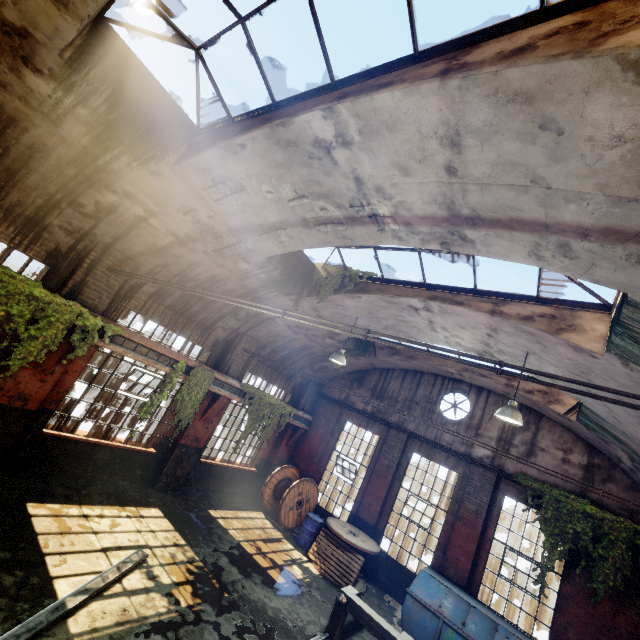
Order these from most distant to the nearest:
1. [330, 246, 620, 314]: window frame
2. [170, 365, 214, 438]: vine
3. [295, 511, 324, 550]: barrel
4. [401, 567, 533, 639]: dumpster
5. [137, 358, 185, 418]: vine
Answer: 1. [295, 511, 324, 550]: barrel
2. [170, 365, 214, 438]: vine
3. [137, 358, 185, 418]: vine
4. [401, 567, 533, 639]: dumpster
5. [330, 246, 620, 314]: window frame

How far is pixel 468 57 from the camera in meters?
3.1

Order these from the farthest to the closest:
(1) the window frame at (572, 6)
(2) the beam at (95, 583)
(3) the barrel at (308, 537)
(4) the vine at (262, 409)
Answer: (4) the vine at (262, 409), (3) the barrel at (308, 537), (2) the beam at (95, 583), (1) the window frame at (572, 6)

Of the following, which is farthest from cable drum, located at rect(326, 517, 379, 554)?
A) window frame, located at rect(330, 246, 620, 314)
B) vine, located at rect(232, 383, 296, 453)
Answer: window frame, located at rect(330, 246, 620, 314)

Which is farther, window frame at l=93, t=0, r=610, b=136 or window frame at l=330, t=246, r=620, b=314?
window frame at l=330, t=246, r=620, b=314

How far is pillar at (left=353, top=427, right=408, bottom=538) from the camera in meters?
11.7

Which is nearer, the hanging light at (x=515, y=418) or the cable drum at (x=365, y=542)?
the hanging light at (x=515, y=418)

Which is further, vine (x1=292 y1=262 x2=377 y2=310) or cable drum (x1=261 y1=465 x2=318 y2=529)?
cable drum (x1=261 y1=465 x2=318 y2=529)
